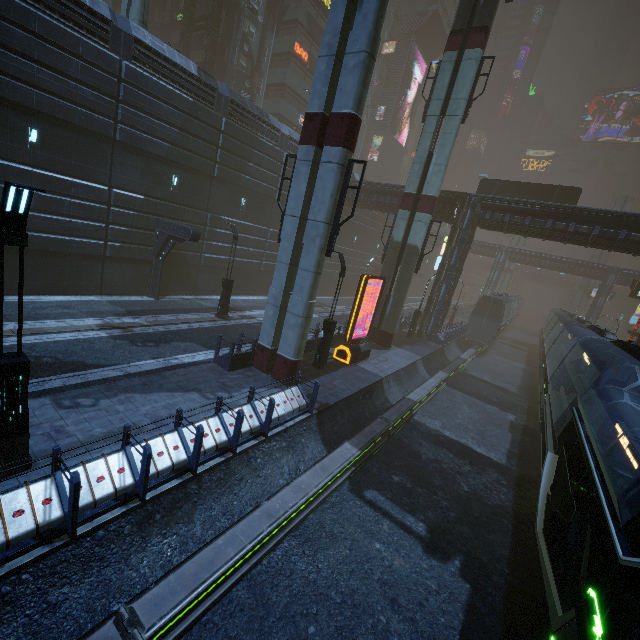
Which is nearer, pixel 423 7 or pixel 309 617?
pixel 309 617

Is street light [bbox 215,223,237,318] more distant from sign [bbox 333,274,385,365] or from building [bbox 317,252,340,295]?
sign [bbox 333,274,385,365]

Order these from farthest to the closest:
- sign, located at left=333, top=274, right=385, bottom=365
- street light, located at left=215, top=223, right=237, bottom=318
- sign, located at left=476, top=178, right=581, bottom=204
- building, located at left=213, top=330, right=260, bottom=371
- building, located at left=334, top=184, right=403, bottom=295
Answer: building, located at left=334, top=184, right=403, bottom=295, sign, located at left=476, top=178, right=581, bottom=204, street light, located at left=215, top=223, right=237, bottom=318, sign, located at left=333, top=274, right=385, bottom=365, building, located at left=213, top=330, right=260, bottom=371

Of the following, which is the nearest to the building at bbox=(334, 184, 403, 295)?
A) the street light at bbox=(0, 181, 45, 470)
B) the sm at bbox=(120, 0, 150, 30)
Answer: the sm at bbox=(120, 0, 150, 30)

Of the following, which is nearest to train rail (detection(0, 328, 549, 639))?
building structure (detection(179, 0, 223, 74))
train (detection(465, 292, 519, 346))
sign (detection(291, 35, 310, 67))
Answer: train (detection(465, 292, 519, 346))

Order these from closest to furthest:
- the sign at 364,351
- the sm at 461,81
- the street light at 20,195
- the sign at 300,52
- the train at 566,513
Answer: the train at 566,513 → the street light at 20,195 → the sign at 364,351 → the sm at 461,81 → the sign at 300,52

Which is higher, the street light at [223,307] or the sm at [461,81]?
the sm at [461,81]

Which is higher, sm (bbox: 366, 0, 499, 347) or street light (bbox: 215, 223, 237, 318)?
sm (bbox: 366, 0, 499, 347)
